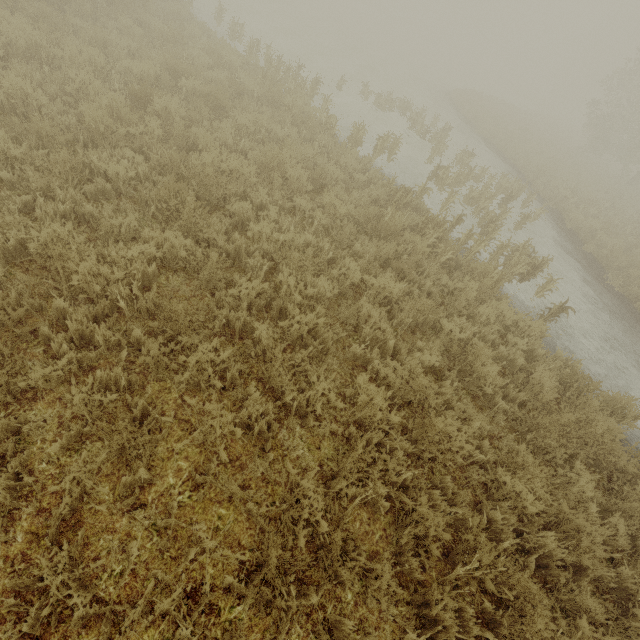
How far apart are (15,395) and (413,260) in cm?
566
